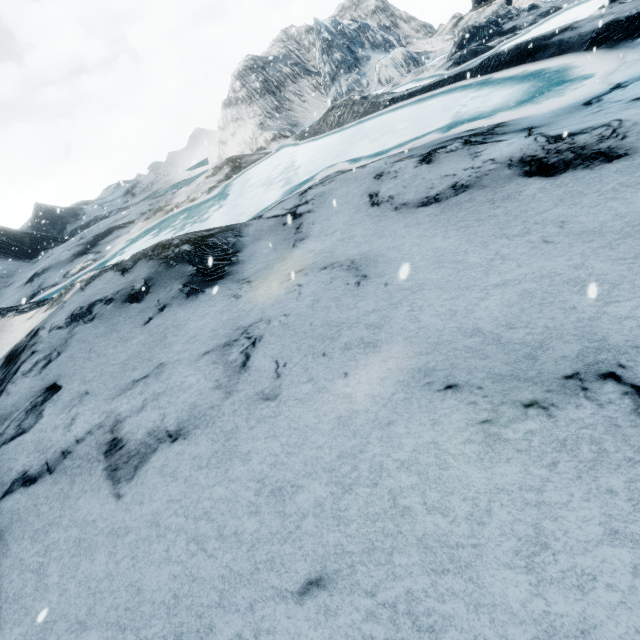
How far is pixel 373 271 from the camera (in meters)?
3.74
